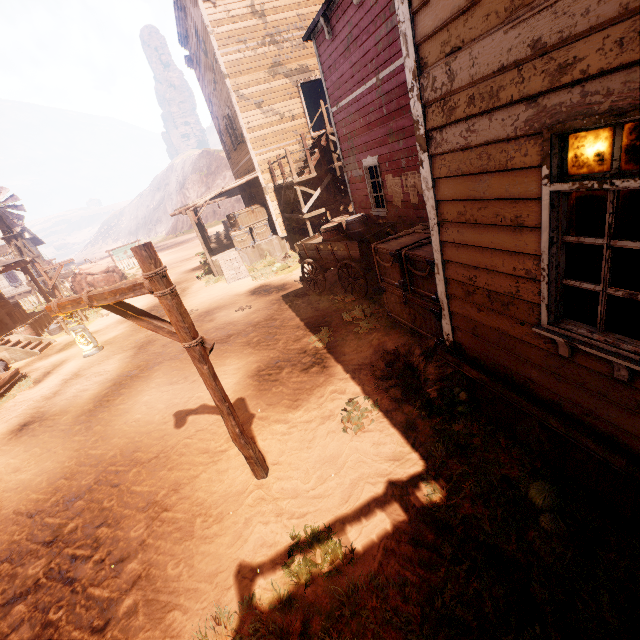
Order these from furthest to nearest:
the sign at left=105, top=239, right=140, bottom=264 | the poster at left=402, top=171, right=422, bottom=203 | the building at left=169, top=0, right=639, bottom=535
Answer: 1. the sign at left=105, top=239, right=140, bottom=264
2. the poster at left=402, top=171, right=422, bottom=203
3. the building at left=169, top=0, right=639, bottom=535

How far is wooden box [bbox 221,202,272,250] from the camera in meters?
16.3

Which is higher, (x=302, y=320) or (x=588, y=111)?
(x=588, y=111)

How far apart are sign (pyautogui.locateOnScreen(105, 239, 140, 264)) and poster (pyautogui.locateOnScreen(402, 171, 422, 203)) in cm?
3276

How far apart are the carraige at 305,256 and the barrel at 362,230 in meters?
0.0 m

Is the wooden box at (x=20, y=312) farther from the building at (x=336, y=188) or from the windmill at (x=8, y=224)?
the windmill at (x=8, y=224)

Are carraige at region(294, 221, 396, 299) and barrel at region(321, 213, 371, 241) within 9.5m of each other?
yes

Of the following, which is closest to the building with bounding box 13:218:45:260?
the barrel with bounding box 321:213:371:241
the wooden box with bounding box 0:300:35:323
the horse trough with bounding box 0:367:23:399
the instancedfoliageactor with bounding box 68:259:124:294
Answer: the wooden box with bounding box 0:300:35:323
